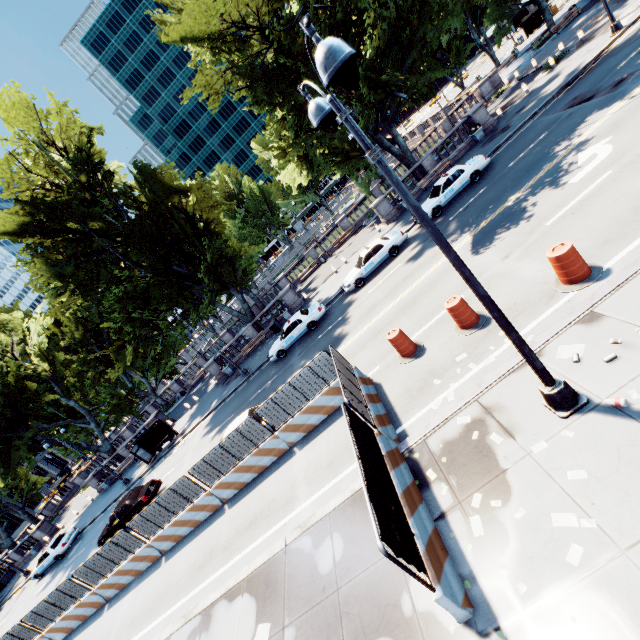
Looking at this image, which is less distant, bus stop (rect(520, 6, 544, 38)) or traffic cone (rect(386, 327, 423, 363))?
traffic cone (rect(386, 327, 423, 363))

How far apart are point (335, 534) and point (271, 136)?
34.1m

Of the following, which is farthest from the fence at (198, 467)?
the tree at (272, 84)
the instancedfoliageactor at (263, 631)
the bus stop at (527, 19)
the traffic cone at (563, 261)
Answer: the bus stop at (527, 19)

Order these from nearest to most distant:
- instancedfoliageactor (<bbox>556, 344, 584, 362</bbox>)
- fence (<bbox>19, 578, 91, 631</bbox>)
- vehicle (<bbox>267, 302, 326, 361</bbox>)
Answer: instancedfoliageactor (<bbox>556, 344, 584, 362</bbox>)
fence (<bbox>19, 578, 91, 631</bbox>)
vehicle (<bbox>267, 302, 326, 361</bbox>)

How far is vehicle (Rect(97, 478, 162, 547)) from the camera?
19.5 meters

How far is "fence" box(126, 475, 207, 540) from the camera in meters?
13.6 m

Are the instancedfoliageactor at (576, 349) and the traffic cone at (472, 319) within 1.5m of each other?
no

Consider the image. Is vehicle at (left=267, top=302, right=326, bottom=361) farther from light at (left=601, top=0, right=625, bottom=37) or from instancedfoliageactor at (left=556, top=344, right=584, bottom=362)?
instancedfoliageactor at (left=556, top=344, right=584, bottom=362)
